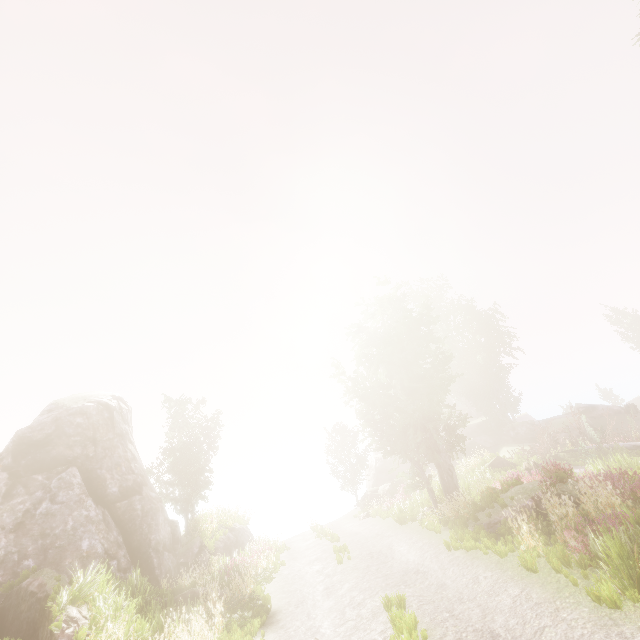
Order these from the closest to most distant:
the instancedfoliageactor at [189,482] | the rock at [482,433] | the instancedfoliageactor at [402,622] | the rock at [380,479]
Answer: the instancedfoliageactor at [402,622] → the instancedfoliageactor at [189,482] → the rock at [482,433] → the rock at [380,479]

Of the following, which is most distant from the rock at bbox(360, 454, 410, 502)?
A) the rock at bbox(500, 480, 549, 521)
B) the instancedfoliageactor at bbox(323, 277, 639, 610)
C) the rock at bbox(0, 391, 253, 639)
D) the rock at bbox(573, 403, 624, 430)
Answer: the rock at bbox(500, 480, 549, 521)

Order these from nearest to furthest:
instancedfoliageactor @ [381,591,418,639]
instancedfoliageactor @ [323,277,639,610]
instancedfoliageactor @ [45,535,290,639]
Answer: instancedfoliageactor @ [381,591,418,639], instancedfoliageactor @ [323,277,639,610], instancedfoliageactor @ [45,535,290,639]

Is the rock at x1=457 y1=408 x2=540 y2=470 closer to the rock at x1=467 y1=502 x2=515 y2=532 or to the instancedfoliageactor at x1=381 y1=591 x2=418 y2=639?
the instancedfoliageactor at x1=381 y1=591 x2=418 y2=639

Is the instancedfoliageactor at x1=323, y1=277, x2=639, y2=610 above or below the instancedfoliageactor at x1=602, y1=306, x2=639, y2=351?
below

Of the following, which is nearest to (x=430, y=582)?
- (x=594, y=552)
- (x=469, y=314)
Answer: (x=594, y=552)

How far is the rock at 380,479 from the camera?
34.1 meters
